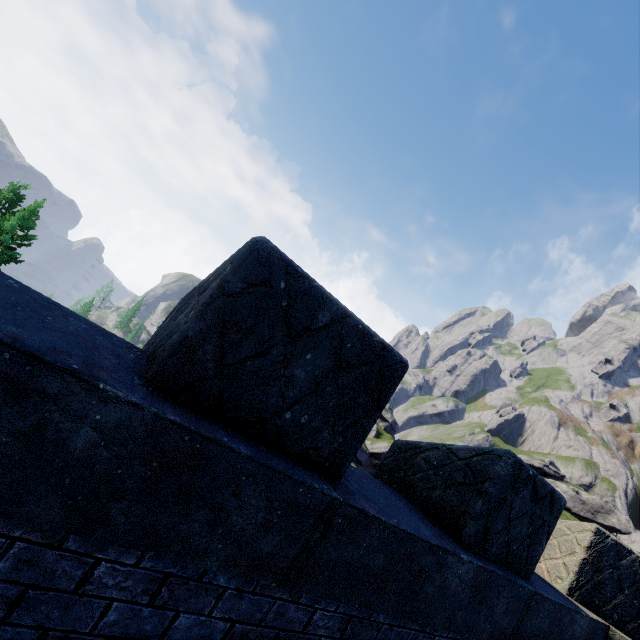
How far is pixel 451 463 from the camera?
3.2m
